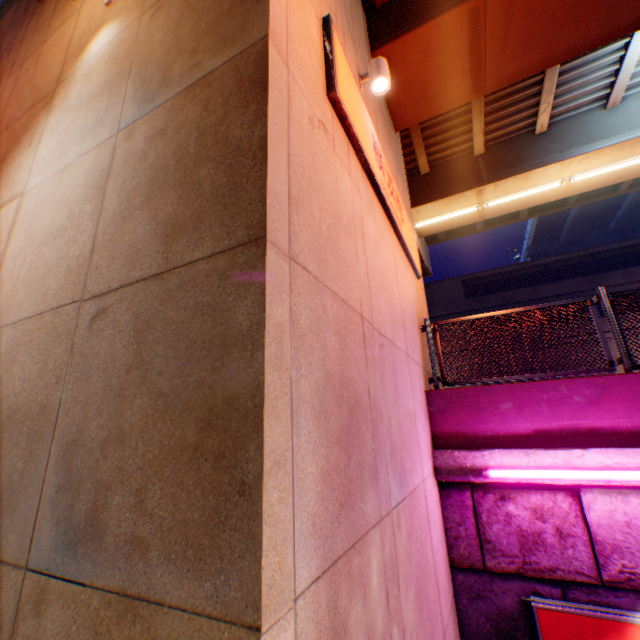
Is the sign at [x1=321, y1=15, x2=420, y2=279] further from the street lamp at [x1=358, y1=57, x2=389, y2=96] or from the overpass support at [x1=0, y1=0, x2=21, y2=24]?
the overpass support at [x1=0, y1=0, x2=21, y2=24]

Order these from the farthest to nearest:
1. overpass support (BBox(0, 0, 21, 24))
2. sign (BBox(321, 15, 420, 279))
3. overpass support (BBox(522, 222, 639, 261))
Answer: overpass support (BBox(522, 222, 639, 261)) → overpass support (BBox(0, 0, 21, 24)) → sign (BBox(321, 15, 420, 279))

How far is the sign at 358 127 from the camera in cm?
311

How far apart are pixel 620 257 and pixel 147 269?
30.2m

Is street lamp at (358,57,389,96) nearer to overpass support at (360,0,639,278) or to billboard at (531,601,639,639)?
overpass support at (360,0,639,278)

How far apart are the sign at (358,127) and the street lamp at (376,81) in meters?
0.5 m

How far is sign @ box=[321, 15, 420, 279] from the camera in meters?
3.1 m

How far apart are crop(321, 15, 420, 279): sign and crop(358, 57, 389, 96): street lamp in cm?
49
